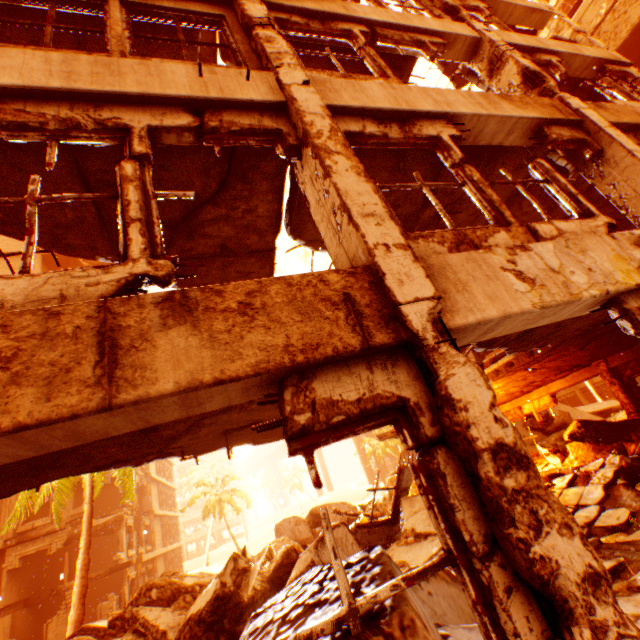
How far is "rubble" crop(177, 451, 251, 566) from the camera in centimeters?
2875cm

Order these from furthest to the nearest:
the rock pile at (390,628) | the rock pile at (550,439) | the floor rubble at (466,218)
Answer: the rock pile at (550,439)
the floor rubble at (466,218)
the rock pile at (390,628)

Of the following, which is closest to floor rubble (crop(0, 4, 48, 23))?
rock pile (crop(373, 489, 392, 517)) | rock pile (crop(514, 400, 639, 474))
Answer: rock pile (crop(514, 400, 639, 474))

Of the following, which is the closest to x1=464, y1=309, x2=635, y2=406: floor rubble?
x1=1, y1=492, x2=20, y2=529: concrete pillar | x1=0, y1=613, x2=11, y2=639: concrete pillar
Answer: x1=0, y1=613, x2=11, y2=639: concrete pillar

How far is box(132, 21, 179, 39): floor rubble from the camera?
4.9m

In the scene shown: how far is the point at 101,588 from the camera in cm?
2464

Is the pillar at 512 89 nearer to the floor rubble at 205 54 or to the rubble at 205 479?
the floor rubble at 205 54
